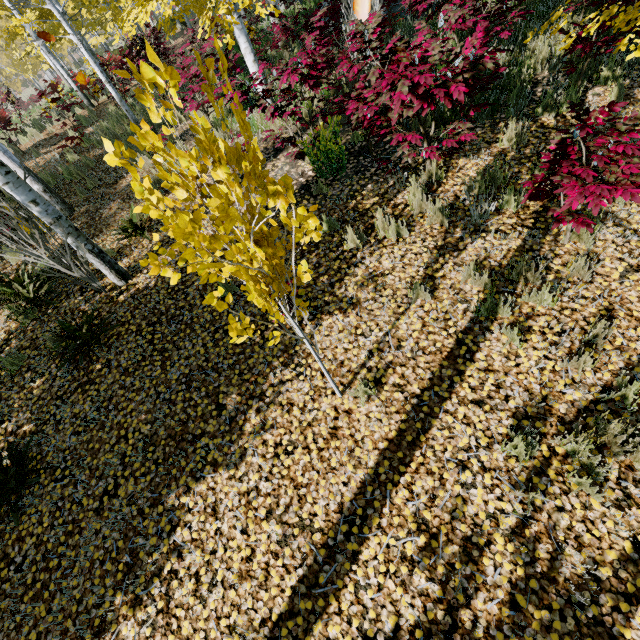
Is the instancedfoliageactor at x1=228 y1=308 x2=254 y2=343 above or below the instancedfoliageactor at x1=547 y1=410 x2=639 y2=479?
above

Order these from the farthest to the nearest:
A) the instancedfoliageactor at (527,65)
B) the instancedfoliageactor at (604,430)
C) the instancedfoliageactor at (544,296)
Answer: the instancedfoliageactor at (527,65), the instancedfoliageactor at (544,296), the instancedfoliageactor at (604,430)

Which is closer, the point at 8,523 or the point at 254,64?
the point at 8,523

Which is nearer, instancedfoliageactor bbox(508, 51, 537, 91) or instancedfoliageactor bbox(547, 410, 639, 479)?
instancedfoliageactor bbox(547, 410, 639, 479)

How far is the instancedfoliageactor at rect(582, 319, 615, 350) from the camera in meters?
3.0 m

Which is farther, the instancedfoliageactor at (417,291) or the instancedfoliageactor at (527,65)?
the instancedfoliageactor at (527,65)
